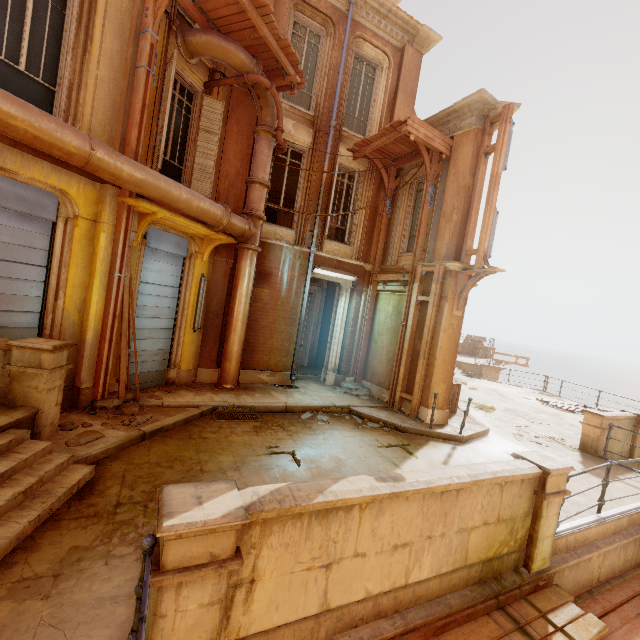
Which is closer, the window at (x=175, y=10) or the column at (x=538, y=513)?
the column at (x=538, y=513)

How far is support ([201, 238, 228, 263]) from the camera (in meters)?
8.52

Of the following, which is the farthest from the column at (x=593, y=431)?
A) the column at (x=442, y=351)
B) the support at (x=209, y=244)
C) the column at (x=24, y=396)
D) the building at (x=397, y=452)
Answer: the column at (x=24, y=396)

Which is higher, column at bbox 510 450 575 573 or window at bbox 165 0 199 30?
window at bbox 165 0 199 30

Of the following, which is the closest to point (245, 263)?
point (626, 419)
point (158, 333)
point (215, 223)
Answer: point (215, 223)

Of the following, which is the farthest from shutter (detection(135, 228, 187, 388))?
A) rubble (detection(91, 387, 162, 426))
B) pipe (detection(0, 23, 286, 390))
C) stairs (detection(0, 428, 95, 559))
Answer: stairs (detection(0, 428, 95, 559))

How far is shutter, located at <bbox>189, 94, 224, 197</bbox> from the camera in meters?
8.4

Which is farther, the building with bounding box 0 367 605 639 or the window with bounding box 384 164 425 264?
the window with bounding box 384 164 425 264
